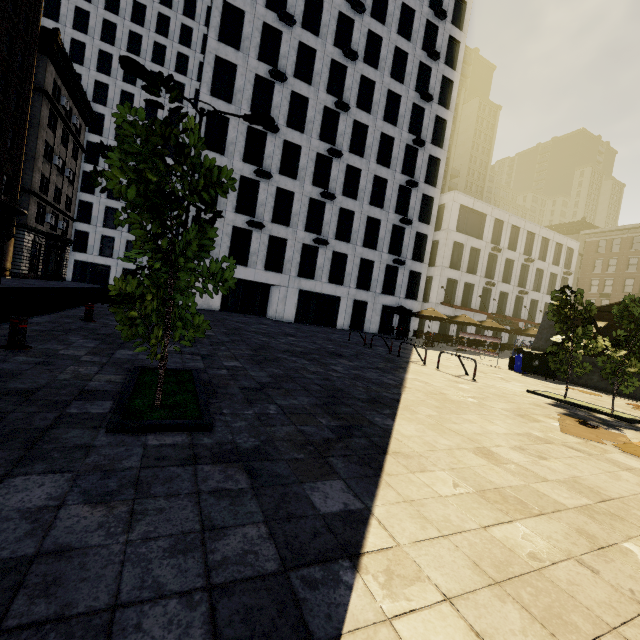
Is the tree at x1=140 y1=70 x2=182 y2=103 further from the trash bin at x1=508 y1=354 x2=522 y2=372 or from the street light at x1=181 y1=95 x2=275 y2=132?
the trash bin at x1=508 y1=354 x2=522 y2=372

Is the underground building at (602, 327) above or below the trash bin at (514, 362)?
above

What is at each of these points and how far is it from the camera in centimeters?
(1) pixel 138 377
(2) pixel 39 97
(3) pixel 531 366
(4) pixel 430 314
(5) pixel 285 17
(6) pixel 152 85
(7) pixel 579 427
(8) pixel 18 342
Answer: (1) tree, 482cm
(2) building, 2870cm
(3) dumpster, 1466cm
(4) umbrella, 2300cm
(5) air conditioner, 2461cm
(6) tree, 260cm
(7) cardboard, 629cm
(8) metal bar, 559cm

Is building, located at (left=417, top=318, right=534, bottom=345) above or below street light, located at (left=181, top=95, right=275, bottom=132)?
below

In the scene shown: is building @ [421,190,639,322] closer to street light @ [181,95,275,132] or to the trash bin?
the trash bin

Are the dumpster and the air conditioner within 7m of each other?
no

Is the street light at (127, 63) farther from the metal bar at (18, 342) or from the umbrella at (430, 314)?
the umbrella at (430, 314)

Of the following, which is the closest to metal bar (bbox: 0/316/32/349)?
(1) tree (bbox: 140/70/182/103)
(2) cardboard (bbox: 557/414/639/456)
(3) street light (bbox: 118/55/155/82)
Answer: (1) tree (bbox: 140/70/182/103)
